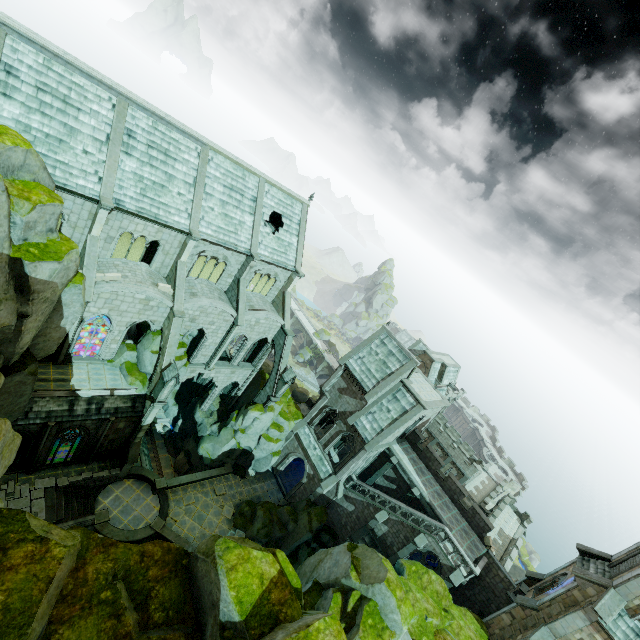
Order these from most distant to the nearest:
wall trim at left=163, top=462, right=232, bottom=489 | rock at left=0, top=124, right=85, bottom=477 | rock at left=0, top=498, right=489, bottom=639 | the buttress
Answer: wall trim at left=163, top=462, right=232, bottom=489, the buttress, rock at left=0, top=124, right=85, bottom=477, rock at left=0, top=498, right=489, bottom=639

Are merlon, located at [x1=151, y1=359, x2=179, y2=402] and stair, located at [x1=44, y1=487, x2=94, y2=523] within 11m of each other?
yes

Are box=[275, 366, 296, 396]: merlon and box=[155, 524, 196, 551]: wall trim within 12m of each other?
no

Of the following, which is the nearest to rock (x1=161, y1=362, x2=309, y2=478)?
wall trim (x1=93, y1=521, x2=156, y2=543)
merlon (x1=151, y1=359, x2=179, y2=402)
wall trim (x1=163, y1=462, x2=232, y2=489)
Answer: wall trim (x1=163, y1=462, x2=232, y2=489)

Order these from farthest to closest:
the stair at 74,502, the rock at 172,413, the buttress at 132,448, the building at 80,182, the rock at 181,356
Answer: the rock at 172,413, the rock at 181,356, the buttress at 132,448, the stair at 74,502, the building at 80,182

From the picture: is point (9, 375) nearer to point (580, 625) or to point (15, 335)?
point (15, 335)

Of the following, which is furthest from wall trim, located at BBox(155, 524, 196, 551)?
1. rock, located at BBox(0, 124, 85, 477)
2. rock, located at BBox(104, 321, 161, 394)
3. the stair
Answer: rock, located at BBox(104, 321, 161, 394)

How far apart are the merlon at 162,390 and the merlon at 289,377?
10.9 meters
